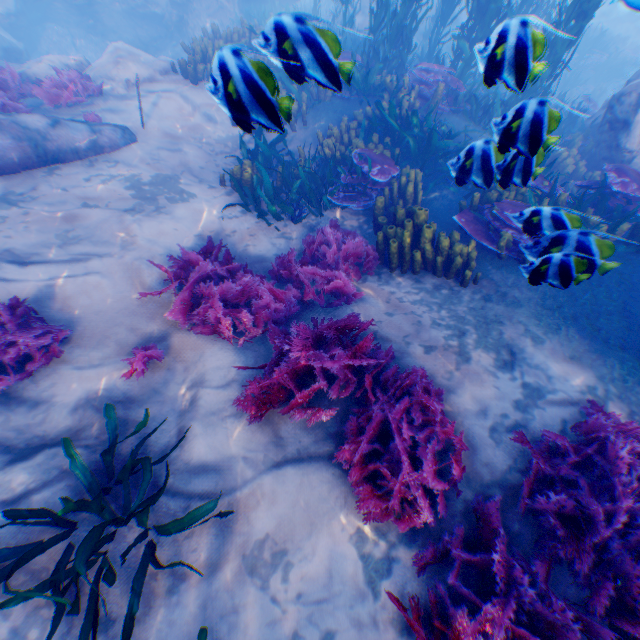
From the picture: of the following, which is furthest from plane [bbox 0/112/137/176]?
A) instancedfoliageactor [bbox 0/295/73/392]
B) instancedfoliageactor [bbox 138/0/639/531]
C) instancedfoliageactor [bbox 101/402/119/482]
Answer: instancedfoliageactor [bbox 101/402/119/482]

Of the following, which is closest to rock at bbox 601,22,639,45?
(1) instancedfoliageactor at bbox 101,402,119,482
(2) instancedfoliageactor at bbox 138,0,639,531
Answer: (2) instancedfoliageactor at bbox 138,0,639,531

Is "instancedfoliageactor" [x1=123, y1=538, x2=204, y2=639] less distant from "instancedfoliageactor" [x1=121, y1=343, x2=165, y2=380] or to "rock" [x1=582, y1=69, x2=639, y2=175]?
"instancedfoliageactor" [x1=121, y1=343, x2=165, y2=380]

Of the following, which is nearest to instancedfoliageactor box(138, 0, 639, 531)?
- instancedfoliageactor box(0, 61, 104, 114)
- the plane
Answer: the plane

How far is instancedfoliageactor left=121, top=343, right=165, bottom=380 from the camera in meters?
3.6 m

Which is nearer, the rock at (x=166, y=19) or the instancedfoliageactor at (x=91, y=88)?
the instancedfoliageactor at (x=91, y=88)

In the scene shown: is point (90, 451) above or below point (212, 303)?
below

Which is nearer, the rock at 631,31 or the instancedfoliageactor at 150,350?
the instancedfoliageactor at 150,350
